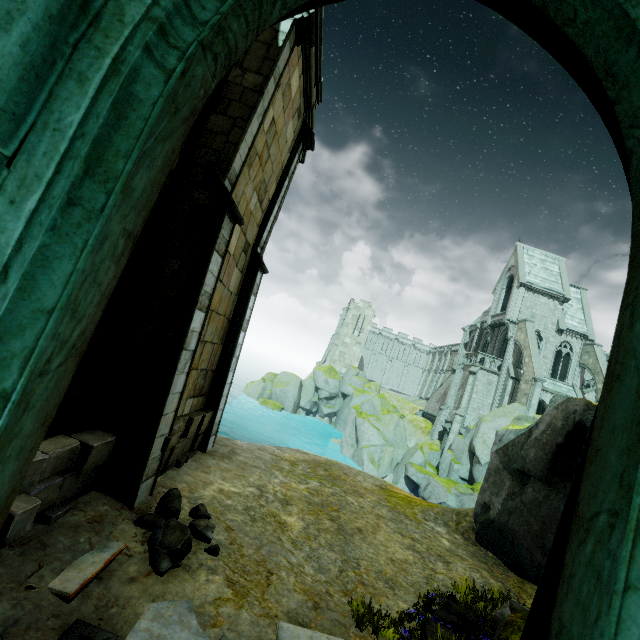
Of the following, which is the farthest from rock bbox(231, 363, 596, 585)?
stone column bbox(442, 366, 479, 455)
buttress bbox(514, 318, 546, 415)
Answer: stone column bbox(442, 366, 479, 455)

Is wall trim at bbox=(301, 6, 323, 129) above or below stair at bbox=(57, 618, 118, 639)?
above

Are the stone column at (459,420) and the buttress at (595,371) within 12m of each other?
yes

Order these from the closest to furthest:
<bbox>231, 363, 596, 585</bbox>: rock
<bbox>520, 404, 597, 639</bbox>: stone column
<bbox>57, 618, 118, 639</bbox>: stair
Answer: <bbox>520, 404, 597, 639</bbox>: stone column
<bbox>57, 618, 118, 639</bbox>: stair
<bbox>231, 363, 596, 585</bbox>: rock

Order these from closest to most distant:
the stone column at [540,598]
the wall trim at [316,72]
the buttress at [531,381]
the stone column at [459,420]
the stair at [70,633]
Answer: the stone column at [540,598], the stair at [70,633], the wall trim at [316,72], the buttress at [531,381], the stone column at [459,420]

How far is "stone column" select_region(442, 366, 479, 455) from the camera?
31.11m

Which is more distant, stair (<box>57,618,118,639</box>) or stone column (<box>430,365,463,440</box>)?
stone column (<box>430,365,463,440</box>)

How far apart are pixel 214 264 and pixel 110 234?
5.9m
